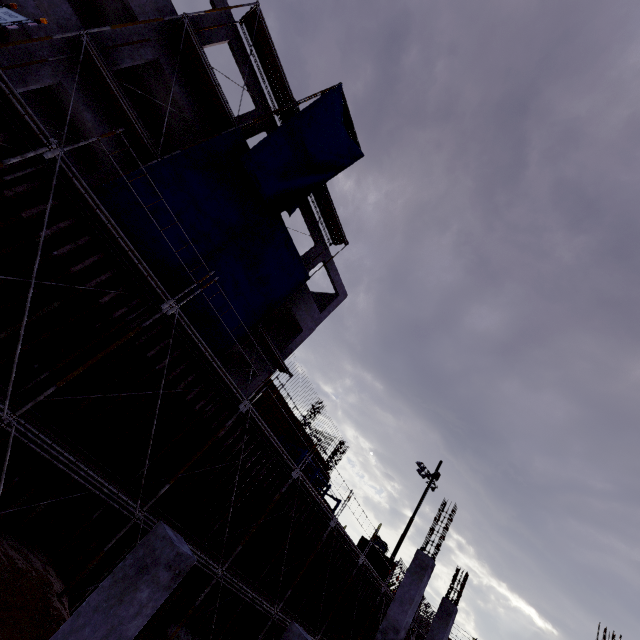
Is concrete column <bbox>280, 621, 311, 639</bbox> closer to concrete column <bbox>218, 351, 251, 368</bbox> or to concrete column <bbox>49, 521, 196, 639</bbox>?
concrete column <bbox>49, 521, 196, 639</bbox>

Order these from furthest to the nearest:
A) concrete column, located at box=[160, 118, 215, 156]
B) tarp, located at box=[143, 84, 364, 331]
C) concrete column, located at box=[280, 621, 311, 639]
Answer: concrete column, located at box=[160, 118, 215, 156] < tarp, located at box=[143, 84, 364, 331] < concrete column, located at box=[280, 621, 311, 639]

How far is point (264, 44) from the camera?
15.4m

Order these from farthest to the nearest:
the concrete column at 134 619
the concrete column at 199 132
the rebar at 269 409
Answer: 1. the rebar at 269 409
2. the concrete column at 199 132
3. the concrete column at 134 619

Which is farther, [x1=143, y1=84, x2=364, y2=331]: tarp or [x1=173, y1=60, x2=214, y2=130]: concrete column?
[x1=173, y1=60, x2=214, y2=130]: concrete column

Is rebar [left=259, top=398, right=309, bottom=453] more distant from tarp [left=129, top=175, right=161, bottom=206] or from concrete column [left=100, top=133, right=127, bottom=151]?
tarp [left=129, top=175, right=161, bottom=206]

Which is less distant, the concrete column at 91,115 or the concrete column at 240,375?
the concrete column at 91,115

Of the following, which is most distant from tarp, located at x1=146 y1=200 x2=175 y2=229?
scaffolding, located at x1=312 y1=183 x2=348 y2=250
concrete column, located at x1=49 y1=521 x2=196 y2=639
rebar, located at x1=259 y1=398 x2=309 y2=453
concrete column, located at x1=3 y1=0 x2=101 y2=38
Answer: concrete column, located at x1=49 y1=521 x2=196 y2=639
